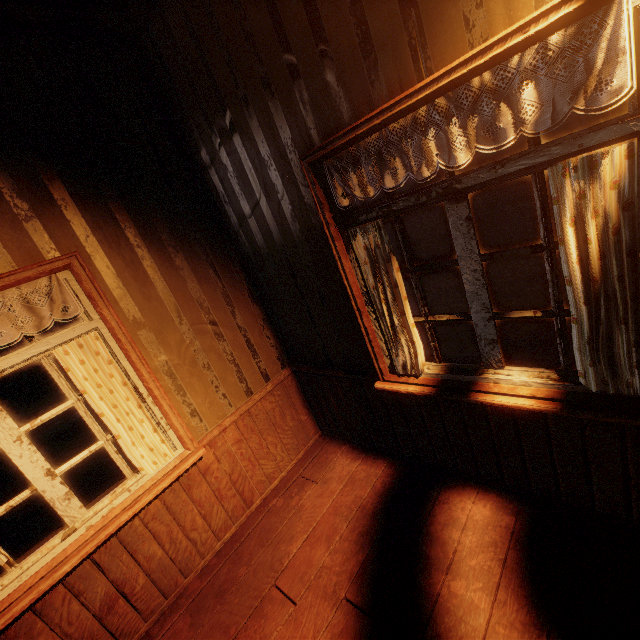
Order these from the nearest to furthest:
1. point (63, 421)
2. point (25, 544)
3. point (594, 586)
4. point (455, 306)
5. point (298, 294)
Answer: point (594, 586), point (298, 294), point (25, 544), point (455, 306), point (63, 421)

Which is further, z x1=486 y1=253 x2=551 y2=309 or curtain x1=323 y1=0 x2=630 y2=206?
z x1=486 y1=253 x2=551 y2=309

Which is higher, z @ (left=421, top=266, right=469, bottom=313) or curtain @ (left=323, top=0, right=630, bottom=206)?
curtain @ (left=323, top=0, right=630, bottom=206)

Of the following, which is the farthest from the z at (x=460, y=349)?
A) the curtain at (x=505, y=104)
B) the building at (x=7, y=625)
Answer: the curtain at (x=505, y=104)

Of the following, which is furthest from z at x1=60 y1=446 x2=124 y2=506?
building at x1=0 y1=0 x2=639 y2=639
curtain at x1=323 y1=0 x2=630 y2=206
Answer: curtain at x1=323 y1=0 x2=630 y2=206

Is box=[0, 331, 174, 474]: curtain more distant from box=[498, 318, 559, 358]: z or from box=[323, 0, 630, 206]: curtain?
box=[498, 318, 559, 358]: z

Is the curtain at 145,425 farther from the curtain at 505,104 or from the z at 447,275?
the z at 447,275

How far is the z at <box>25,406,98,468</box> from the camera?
8.0 meters
